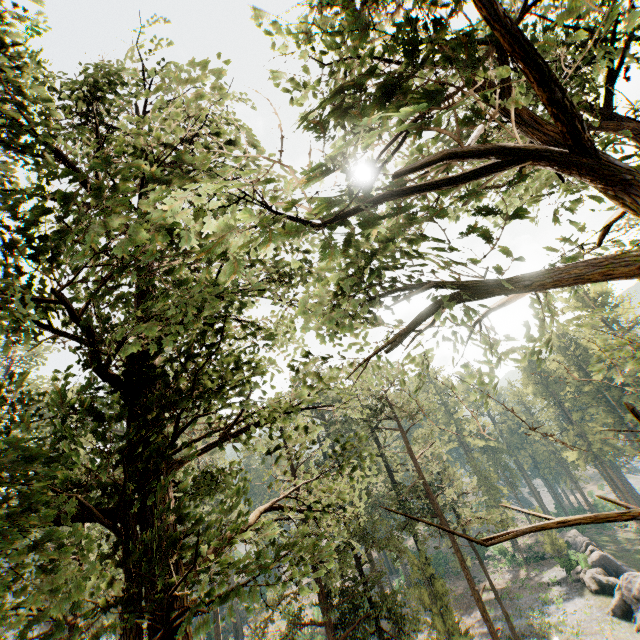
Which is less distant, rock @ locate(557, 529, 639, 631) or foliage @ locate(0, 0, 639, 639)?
foliage @ locate(0, 0, 639, 639)

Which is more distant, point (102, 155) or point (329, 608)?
point (329, 608)

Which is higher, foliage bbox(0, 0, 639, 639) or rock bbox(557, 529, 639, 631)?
foliage bbox(0, 0, 639, 639)

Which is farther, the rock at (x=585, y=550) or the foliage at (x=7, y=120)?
the rock at (x=585, y=550)

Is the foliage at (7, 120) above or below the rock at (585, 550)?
above
